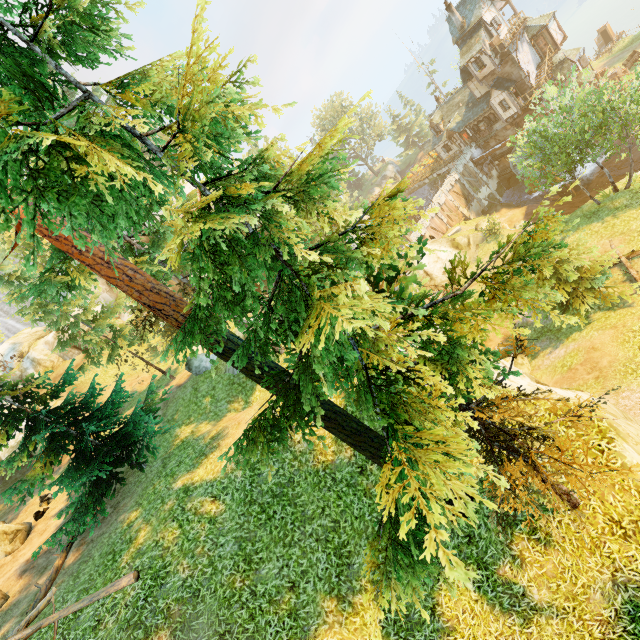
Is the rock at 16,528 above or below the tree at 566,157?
above

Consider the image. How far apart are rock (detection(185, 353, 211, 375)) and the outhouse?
70.67m

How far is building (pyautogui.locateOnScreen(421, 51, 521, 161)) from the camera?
37.25m

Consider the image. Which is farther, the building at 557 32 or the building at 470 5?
the building at 557 32

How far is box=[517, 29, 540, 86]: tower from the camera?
36.16m

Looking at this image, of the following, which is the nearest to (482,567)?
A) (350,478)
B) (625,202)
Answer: (350,478)

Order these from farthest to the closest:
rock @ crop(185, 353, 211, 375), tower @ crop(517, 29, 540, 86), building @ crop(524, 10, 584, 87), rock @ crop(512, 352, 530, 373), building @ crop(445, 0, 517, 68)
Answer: tower @ crop(517, 29, 540, 86), building @ crop(524, 10, 584, 87), building @ crop(445, 0, 517, 68), rock @ crop(185, 353, 211, 375), rock @ crop(512, 352, 530, 373)

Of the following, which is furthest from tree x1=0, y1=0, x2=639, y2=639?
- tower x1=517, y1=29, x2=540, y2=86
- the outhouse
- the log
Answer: the outhouse
